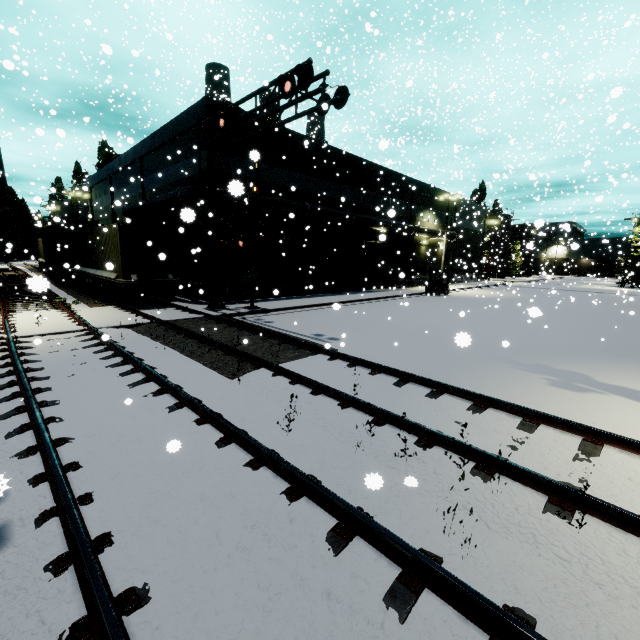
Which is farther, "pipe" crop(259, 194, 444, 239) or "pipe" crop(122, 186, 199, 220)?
"pipe" crop(259, 194, 444, 239)

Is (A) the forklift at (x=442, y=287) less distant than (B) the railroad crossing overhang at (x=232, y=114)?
No

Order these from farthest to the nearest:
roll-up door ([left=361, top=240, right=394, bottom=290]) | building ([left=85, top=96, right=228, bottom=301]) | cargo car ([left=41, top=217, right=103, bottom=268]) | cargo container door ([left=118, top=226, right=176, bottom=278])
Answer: roll-up door ([left=361, top=240, right=394, bottom=290]) → cargo car ([left=41, top=217, right=103, bottom=268]) → building ([left=85, top=96, right=228, bottom=301]) → cargo container door ([left=118, top=226, right=176, bottom=278])

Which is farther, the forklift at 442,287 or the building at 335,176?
the forklift at 442,287

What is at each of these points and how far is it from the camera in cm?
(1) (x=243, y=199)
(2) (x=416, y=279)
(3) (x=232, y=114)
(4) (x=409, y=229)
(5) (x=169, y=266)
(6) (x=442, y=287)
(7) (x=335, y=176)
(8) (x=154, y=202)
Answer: (1) pipe, 1775
(2) building, 3619
(3) railroad crossing overhang, 1228
(4) pipe, 3077
(5) cargo container door, 1669
(6) forklift, 2928
(7) building, 2470
(8) pipe, 1998

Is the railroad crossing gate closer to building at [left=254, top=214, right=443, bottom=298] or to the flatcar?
building at [left=254, top=214, right=443, bottom=298]

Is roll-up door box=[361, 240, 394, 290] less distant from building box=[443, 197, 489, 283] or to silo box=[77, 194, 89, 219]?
building box=[443, 197, 489, 283]

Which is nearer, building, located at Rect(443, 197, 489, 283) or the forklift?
the forklift
